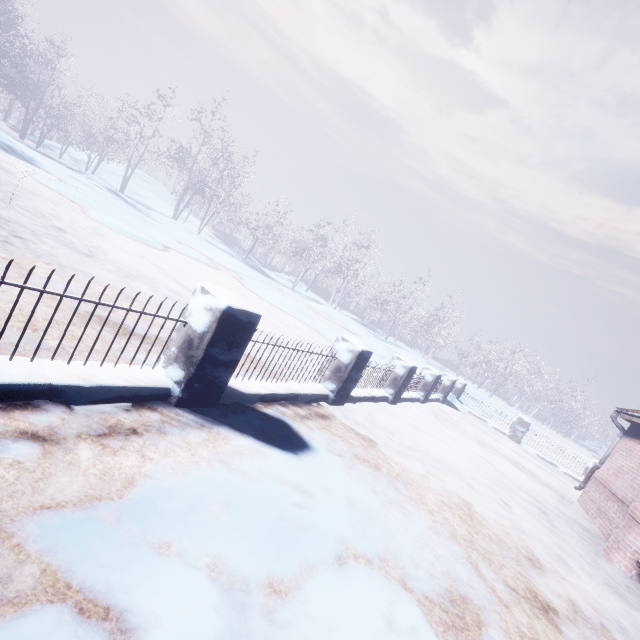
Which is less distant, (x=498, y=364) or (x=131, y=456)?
(x=131, y=456)

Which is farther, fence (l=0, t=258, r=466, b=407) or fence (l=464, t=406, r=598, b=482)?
fence (l=464, t=406, r=598, b=482)

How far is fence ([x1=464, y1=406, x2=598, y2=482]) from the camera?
10.5 meters

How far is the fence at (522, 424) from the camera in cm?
1052

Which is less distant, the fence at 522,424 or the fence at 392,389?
the fence at 392,389
